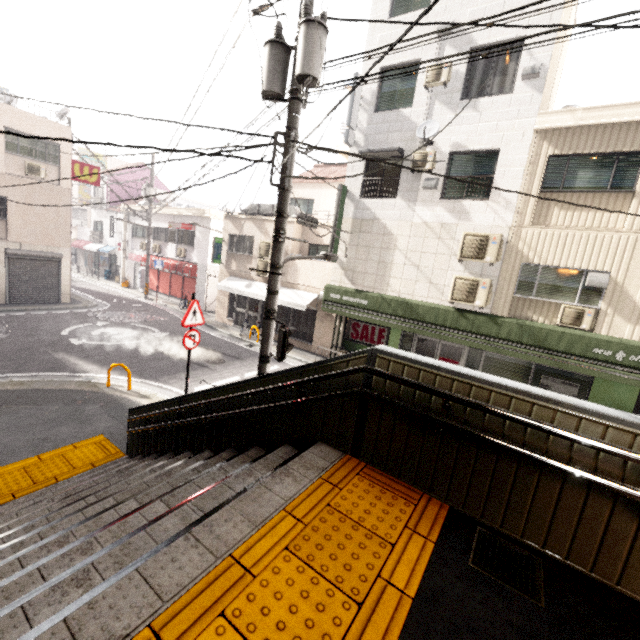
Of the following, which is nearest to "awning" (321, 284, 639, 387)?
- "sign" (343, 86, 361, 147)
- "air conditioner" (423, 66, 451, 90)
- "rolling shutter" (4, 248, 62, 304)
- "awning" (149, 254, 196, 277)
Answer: "sign" (343, 86, 361, 147)

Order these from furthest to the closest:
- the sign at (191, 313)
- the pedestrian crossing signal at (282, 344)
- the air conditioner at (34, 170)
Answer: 1. the air conditioner at (34, 170)
2. the sign at (191, 313)
3. the pedestrian crossing signal at (282, 344)

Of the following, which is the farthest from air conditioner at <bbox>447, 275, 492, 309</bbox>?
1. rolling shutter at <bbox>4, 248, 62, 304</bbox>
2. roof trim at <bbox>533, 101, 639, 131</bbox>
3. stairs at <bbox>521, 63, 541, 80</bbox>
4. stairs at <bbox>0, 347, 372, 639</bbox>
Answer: rolling shutter at <bbox>4, 248, 62, 304</bbox>

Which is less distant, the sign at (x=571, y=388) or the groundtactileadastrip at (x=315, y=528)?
the groundtactileadastrip at (x=315, y=528)

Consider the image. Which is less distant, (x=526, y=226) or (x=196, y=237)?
(x=526, y=226)

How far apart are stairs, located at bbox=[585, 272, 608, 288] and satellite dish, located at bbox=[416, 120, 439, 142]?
6.01m

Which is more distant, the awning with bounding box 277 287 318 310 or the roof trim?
the awning with bounding box 277 287 318 310

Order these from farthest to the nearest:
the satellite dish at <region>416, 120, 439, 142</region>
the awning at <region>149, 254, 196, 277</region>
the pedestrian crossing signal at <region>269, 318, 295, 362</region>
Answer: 1. the awning at <region>149, 254, 196, 277</region>
2. the satellite dish at <region>416, 120, 439, 142</region>
3. the pedestrian crossing signal at <region>269, 318, 295, 362</region>
